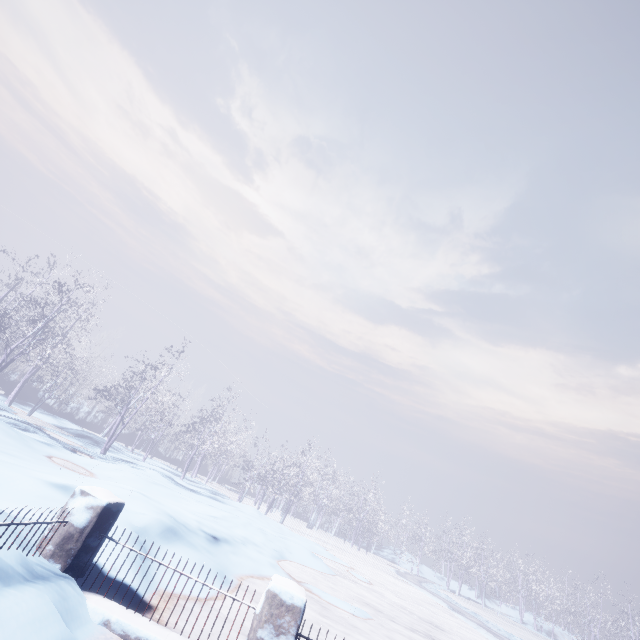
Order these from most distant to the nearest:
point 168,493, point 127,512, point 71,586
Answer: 1. point 168,493
2. point 127,512
3. point 71,586
